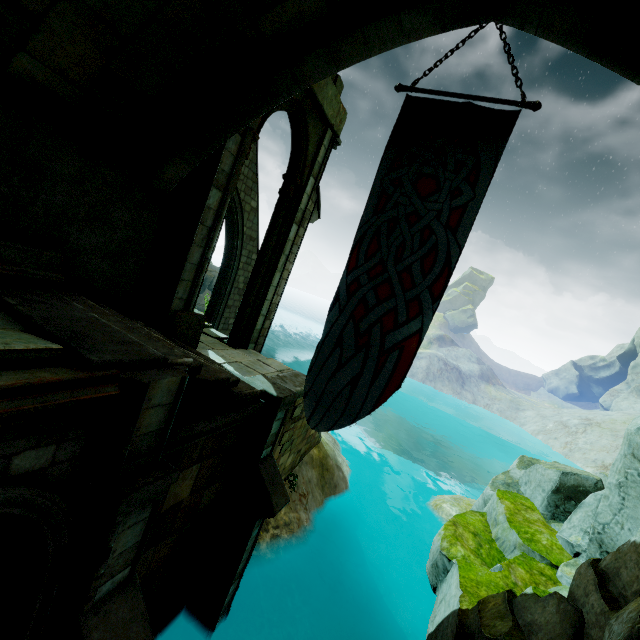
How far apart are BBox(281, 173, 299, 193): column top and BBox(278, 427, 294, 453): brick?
6.9m

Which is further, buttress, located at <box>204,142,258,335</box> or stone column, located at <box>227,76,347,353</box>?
buttress, located at <box>204,142,258,335</box>

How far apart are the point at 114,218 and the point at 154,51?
2.6m

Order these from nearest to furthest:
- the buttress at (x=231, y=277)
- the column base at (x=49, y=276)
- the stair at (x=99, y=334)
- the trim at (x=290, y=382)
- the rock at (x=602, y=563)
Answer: the stair at (x=99, y=334)
the column base at (x=49, y=276)
the rock at (x=602, y=563)
the trim at (x=290, y=382)
the buttress at (x=231, y=277)

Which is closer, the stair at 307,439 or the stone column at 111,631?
the stone column at 111,631

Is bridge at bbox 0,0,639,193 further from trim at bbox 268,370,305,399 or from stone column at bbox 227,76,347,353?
trim at bbox 268,370,305,399

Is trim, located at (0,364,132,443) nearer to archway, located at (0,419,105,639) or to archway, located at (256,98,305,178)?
archway, located at (0,419,105,639)

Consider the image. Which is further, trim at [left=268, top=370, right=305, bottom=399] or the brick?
the brick
